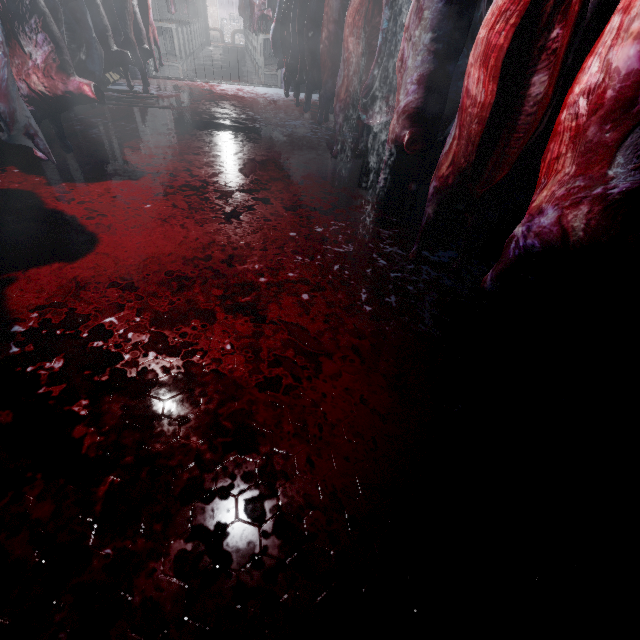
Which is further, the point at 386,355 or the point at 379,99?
the point at 379,99

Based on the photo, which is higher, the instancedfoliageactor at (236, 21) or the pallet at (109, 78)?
the instancedfoliageactor at (236, 21)

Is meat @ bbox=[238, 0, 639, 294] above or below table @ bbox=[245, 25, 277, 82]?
above

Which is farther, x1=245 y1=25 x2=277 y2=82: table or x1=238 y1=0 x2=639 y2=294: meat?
x1=245 y1=25 x2=277 y2=82: table

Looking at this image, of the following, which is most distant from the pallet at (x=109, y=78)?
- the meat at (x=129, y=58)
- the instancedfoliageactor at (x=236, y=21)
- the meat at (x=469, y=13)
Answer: the instancedfoliageactor at (x=236, y=21)

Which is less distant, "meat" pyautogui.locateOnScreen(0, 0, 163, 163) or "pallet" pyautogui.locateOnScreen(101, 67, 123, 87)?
"meat" pyautogui.locateOnScreen(0, 0, 163, 163)

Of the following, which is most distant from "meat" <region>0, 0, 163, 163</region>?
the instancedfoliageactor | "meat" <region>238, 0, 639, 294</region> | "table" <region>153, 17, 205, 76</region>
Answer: the instancedfoliageactor

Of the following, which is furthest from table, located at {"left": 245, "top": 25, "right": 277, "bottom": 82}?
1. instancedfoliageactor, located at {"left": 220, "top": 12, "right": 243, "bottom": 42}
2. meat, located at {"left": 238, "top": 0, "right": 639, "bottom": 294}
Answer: meat, located at {"left": 238, "top": 0, "right": 639, "bottom": 294}
